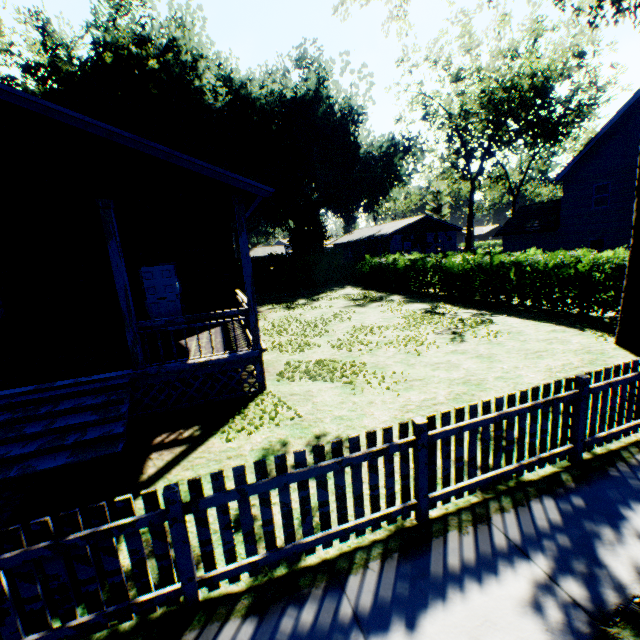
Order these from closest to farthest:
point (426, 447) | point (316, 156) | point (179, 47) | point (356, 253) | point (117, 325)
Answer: point (426, 447) < point (117, 325) < point (179, 47) < point (316, 156) < point (356, 253)

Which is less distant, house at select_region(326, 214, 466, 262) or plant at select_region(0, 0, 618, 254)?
plant at select_region(0, 0, 618, 254)

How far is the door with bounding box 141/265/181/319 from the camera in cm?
1095

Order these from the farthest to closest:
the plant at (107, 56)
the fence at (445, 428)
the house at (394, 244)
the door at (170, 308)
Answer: the house at (394, 244), the plant at (107, 56), the door at (170, 308), the fence at (445, 428)

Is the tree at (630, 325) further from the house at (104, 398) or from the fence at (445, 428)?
the house at (104, 398)

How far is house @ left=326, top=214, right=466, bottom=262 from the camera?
40.8 meters

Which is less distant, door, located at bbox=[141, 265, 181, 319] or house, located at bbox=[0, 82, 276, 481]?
house, located at bbox=[0, 82, 276, 481]

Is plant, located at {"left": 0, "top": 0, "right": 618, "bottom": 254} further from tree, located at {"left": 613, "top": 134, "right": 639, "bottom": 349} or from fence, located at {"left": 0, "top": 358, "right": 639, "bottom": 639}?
fence, located at {"left": 0, "top": 358, "right": 639, "bottom": 639}
